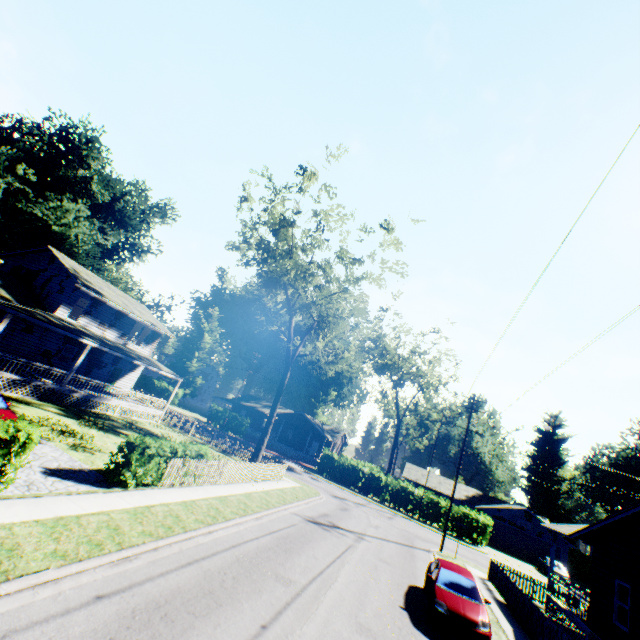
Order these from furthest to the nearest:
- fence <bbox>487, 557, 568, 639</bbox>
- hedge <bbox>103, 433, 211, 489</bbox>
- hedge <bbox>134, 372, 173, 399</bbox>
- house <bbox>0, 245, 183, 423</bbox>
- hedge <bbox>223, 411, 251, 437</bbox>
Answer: hedge <bbox>134, 372, 173, 399</bbox>, hedge <bbox>223, 411, 251, 437</bbox>, house <bbox>0, 245, 183, 423</bbox>, fence <bbox>487, 557, 568, 639</bbox>, hedge <bbox>103, 433, 211, 489</bbox>

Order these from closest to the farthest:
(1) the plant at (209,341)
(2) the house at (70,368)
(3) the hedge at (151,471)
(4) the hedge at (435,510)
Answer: (3) the hedge at (151,471)
(2) the house at (70,368)
(4) the hedge at (435,510)
(1) the plant at (209,341)

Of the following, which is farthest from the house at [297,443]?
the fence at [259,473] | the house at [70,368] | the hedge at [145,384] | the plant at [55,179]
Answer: the house at [70,368]

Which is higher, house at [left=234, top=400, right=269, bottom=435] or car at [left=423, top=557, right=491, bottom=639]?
house at [left=234, top=400, right=269, bottom=435]

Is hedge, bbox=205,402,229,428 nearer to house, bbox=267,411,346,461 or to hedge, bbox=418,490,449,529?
house, bbox=267,411,346,461

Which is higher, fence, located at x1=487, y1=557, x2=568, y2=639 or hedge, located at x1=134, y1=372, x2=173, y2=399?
hedge, located at x1=134, y1=372, x2=173, y2=399

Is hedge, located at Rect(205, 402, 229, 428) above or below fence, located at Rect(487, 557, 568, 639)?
above

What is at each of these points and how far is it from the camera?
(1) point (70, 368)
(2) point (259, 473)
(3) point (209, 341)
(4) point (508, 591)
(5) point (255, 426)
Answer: (1) house, 26.16m
(2) fence, 22.09m
(3) plant, 59.78m
(4) fence, 17.06m
(5) house, 57.78m
